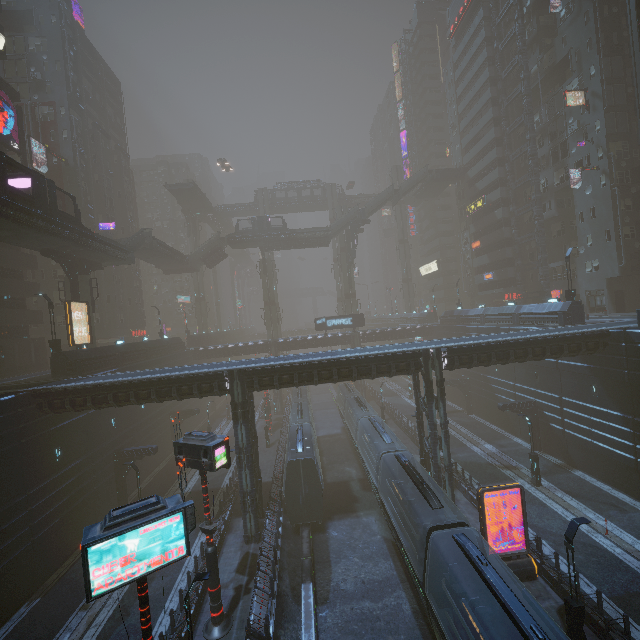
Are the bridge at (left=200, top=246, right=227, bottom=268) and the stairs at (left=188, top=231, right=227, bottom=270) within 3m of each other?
yes

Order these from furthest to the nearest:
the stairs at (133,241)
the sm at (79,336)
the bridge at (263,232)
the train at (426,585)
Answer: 1. the bridge at (263,232)
2. the stairs at (133,241)
3. the sm at (79,336)
4. the train at (426,585)

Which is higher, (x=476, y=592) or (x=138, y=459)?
(x=138, y=459)

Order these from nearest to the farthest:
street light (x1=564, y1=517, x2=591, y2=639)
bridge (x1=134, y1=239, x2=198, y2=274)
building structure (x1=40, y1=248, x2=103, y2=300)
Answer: street light (x1=564, y1=517, x2=591, y2=639) → building structure (x1=40, y1=248, x2=103, y2=300) → bridge (x1=134, y1=239, x2=198, y2=274)

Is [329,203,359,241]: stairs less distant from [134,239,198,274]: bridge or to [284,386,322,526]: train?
[134,239,198,274]: bridge

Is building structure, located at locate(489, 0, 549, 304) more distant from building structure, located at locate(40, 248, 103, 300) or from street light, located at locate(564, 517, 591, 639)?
building structure, located at locate(40, 248, 103, 300)

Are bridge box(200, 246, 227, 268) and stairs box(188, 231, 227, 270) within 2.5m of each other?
yes

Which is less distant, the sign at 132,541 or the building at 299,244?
the sign at 132,541
